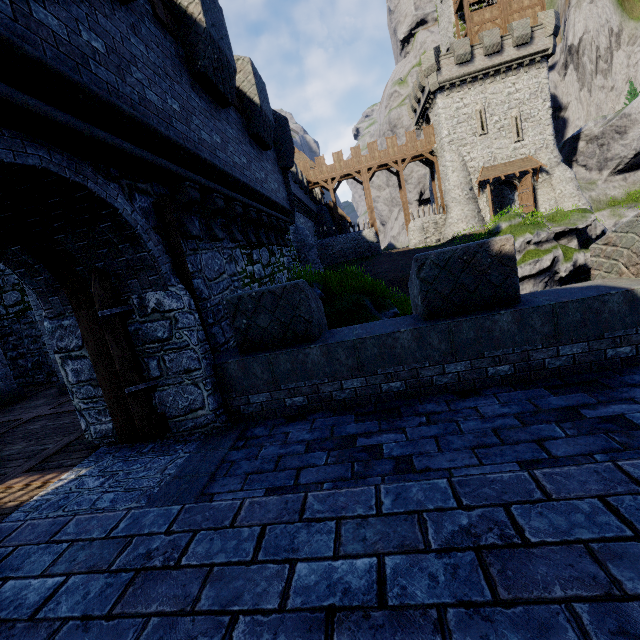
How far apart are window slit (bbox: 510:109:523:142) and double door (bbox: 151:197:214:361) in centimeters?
3675cm

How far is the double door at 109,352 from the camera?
4.5 meters

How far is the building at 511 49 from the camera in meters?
28.9 m

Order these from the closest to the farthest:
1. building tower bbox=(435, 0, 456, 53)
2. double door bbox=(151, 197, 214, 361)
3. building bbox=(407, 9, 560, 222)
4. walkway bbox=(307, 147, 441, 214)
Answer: double door bbox=(151, 197, 214, 361)
building bbox=(407, 9, 560, 222)
building tower bbox=(435, 0, 456, 53)
walkway bbox=(307, 147, 441, 214)

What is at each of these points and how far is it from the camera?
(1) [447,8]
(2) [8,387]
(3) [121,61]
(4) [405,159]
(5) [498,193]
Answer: (1) building tower, 33.0m
(2) pillar, 10.4m
(3) building tower, 3.9m
(4) walkway, 36.5m
(5) building, 39.2m

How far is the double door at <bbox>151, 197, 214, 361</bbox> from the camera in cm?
475

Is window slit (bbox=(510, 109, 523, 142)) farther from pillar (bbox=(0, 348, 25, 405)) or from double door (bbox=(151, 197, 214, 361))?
pillar (bbox=(0, 348, 25, 405))

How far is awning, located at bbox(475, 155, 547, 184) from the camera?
30.7 meters
